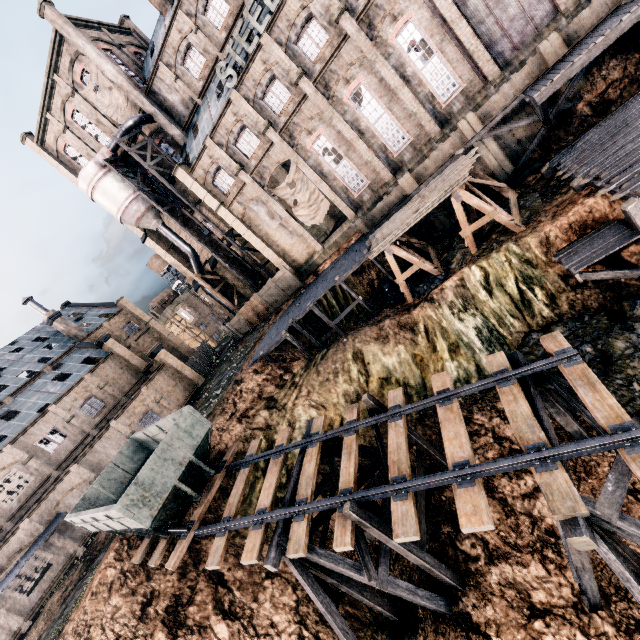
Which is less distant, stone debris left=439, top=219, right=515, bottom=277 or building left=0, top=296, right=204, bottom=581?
stone debris left=439, top=219, right=515, bottom=277

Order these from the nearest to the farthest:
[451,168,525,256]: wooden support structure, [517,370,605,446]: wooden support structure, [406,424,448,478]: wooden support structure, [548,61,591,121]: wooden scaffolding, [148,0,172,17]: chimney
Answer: [517,370,605,446]: wooden support structure < [406,424,448,478]: wooden support structure < [451,168,525,256]: wooden support structure < [548,61,591,121]: wooden scaffolding < [148,0,172,17]: chimney

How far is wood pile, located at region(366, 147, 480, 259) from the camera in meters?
17.2

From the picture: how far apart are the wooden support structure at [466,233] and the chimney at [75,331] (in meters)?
46.19

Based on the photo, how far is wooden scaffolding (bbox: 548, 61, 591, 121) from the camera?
17.75m

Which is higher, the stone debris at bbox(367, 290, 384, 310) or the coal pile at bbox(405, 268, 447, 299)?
the coal pile at bbox(405, 268, 447, 299)

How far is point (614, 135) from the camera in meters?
15.8 m

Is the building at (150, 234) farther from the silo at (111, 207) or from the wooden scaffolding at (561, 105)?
the wooden scaffolding at (561, 105)
